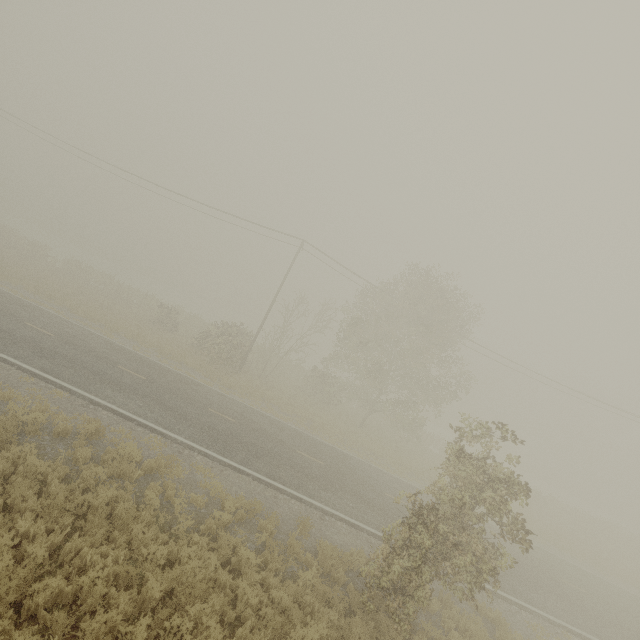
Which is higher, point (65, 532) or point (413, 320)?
point (413, 320)
